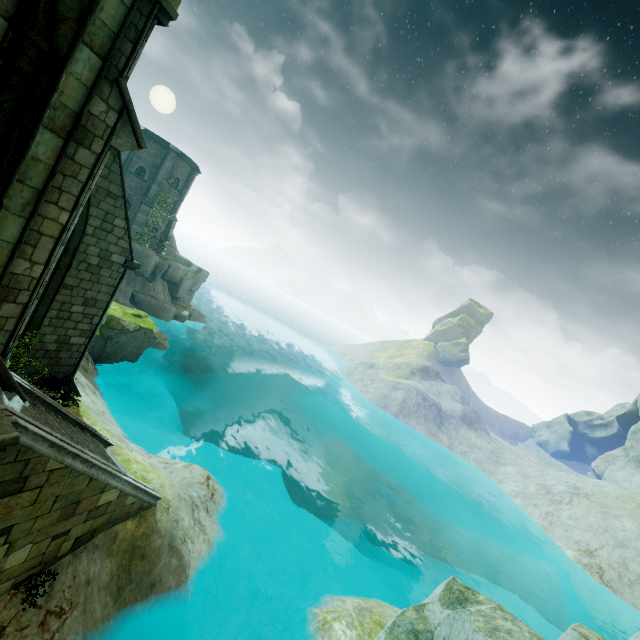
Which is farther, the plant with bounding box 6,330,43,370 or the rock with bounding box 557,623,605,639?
the plant with bounding box 6,330,43,370

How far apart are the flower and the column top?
9.7 meters

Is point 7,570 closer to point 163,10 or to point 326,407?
point 163,10

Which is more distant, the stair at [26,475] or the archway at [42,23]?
the stair at [26,475]

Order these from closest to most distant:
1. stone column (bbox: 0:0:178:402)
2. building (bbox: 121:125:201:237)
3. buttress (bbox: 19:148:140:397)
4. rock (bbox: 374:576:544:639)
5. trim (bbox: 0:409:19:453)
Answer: trim (bbox: 0:409:19:453) < stone column (bbox: 0:0:178:402) < rock (bbox: 374:576:544:639) < buttress (bbox: 19:148:140:397) < building (bbox: 121:125:201:237)

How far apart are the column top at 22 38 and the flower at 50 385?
9.7 meters

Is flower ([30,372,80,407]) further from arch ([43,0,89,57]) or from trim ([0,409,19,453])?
arch ([43,0,89,57])

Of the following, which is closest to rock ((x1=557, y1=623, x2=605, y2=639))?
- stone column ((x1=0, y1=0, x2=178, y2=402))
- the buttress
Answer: stone column ((x1=0, y1=0, x2=178, y2=402))
